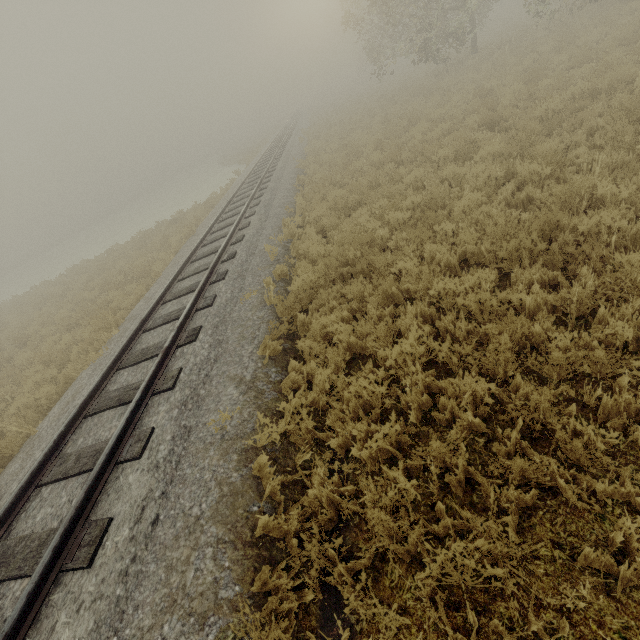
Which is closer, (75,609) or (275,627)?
(275,627)
